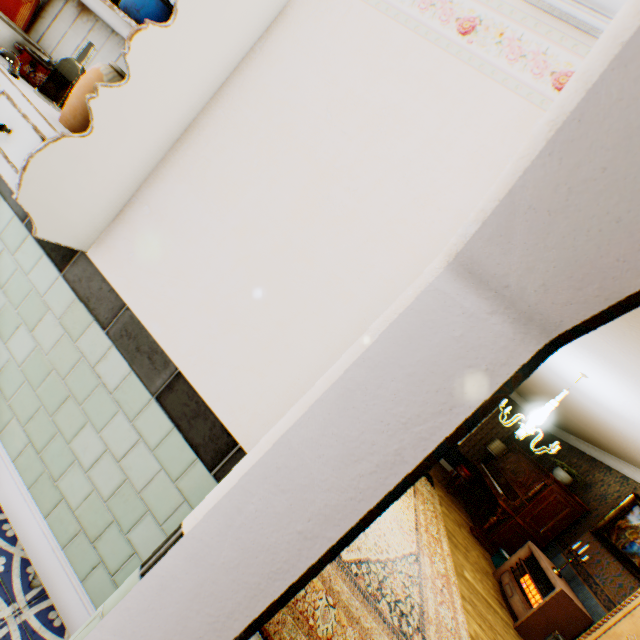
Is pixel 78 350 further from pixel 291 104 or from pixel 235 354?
pixel 291 104

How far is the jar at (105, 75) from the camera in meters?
1.3

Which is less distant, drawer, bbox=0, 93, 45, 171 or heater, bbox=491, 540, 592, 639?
drawer, bbox=0, 93, 45, 171

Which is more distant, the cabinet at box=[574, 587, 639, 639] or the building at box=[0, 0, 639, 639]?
the cabinet at box=[574, 587, 639, 639]

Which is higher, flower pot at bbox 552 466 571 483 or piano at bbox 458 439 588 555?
flower pot at bbox 552 466 571 483

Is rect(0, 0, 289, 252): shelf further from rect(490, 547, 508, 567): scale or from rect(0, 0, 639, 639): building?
rect(490, 547, 508, 567): scale

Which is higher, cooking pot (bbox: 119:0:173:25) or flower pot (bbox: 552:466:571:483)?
flower pot (bbox: 552:466:571:483)

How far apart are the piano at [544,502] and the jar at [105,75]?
8.4 meters
